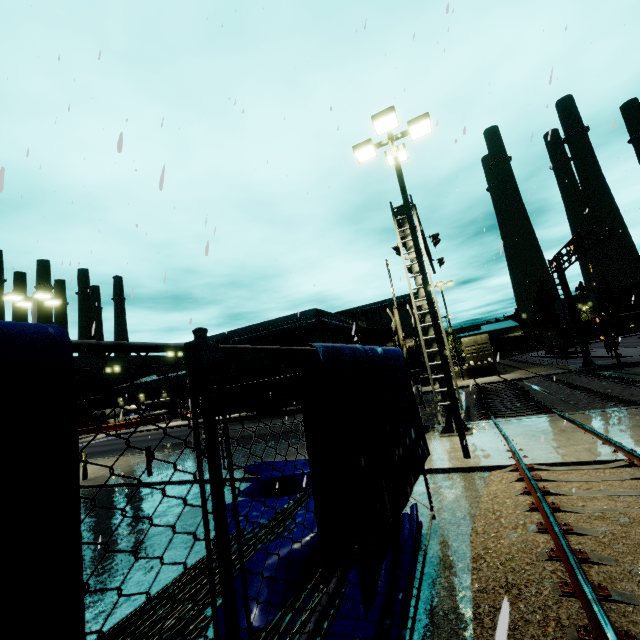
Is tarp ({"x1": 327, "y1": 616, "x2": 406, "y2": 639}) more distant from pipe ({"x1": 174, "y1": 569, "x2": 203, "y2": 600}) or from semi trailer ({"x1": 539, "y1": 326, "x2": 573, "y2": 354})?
semi trailer ({"x1": 539, "y1": 326, "x2": 573, "y2": 354})

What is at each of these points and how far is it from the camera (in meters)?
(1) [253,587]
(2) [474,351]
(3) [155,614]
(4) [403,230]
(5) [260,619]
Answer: (1) tarp, 4.27
(2) cargo container door, 32.50
(3) pipe, 4.35
(4) railroad crossing overhang, 12.41
(5) tarp, 3.95

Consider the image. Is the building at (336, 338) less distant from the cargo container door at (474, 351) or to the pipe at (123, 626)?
the cargo container door at (474, 351)

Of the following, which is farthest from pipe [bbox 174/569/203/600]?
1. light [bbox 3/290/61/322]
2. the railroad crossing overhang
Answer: light [bbox 3/290/61/322]

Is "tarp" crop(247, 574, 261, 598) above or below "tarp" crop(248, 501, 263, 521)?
above

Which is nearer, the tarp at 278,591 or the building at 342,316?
the tarp at 278,591

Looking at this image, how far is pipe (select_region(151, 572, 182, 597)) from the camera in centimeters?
479cm

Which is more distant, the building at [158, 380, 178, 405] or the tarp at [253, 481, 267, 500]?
the building at [158, 380, 178, 405]
